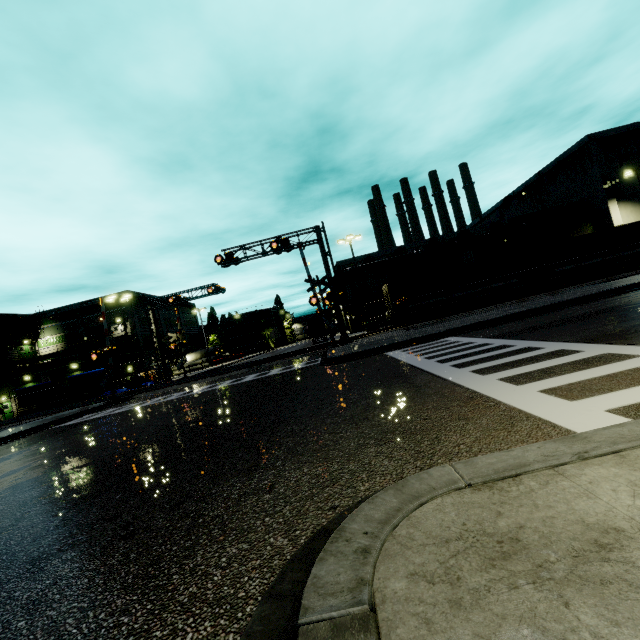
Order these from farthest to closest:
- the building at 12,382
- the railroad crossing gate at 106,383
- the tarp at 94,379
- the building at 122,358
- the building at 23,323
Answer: the building at 23,323 < the building at 122,358 < the building at 12,382 < the tarp at 94,379 < the railroad crossing gate at 106,383

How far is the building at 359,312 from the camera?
46.47m

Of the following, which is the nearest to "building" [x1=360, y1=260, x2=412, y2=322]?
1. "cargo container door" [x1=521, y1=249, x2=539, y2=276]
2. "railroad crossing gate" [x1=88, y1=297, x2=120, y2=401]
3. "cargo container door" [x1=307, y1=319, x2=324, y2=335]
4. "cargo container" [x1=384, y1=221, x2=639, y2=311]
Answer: "cargo container" [x1=384, y1=221, x2=639, y2=311]

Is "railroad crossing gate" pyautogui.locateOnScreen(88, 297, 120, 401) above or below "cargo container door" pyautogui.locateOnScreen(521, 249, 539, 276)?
below

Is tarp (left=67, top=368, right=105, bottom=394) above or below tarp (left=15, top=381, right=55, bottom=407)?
above

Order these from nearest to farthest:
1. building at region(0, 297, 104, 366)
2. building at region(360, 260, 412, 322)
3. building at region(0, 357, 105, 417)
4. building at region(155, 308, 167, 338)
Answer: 1. building at region(0, 357, 105, 417)
2. building at region(0, 297, 104, 366)
3. building at region(360, 260, 412, 322)
4. building at region(155, 308, 167, 338)

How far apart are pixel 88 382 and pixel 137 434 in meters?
31.8 m

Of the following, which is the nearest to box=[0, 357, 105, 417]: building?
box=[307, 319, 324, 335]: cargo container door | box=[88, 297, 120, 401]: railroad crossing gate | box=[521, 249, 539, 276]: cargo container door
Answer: box=[307, 319, 324, 335]: cargo container door
